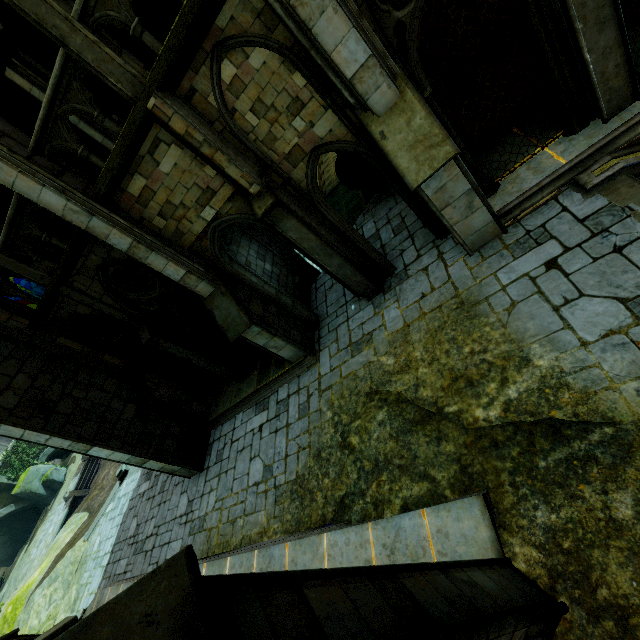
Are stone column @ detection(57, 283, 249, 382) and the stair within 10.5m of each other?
no

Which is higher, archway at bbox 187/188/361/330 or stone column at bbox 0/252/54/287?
stone column at bbox 0/252/54/287

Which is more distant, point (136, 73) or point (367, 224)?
point (367, 224)

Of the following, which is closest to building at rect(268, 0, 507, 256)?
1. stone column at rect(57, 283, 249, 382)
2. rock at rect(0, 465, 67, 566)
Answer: stone column at rect(57, 283, 249, 382)

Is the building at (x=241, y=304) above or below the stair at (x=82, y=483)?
above

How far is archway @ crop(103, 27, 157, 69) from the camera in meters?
5.5 m

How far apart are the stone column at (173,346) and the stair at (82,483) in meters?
22.5 m

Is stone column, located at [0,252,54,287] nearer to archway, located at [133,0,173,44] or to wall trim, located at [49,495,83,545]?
archway, located at [133,0,173,44]
